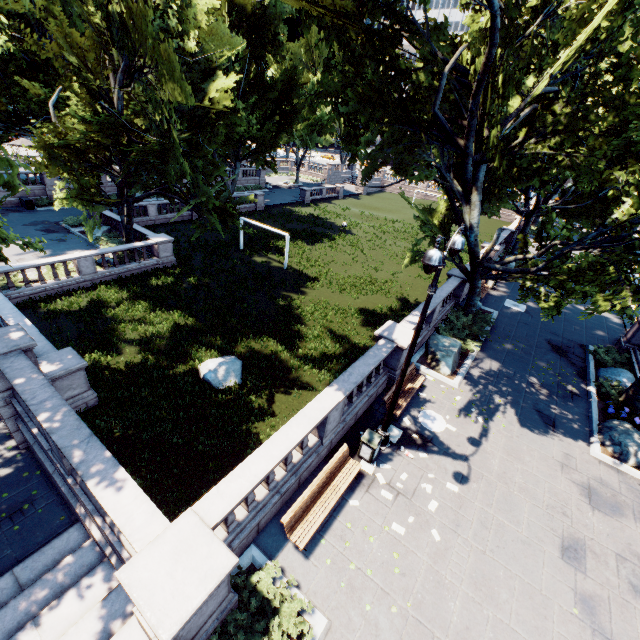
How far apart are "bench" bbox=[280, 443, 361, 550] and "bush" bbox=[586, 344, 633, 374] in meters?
15.5 m

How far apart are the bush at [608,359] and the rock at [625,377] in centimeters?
8cm

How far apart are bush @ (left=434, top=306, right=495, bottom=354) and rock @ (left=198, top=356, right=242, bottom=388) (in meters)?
10.46

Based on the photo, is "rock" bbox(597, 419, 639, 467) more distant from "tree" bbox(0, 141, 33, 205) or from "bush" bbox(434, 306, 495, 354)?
"bush" bbox(434, 306, 495, 354)

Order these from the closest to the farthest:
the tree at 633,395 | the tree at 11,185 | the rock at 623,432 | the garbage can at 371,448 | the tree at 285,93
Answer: the tree at 11,185, the garbage can at 371,448, the rock at 623,432, the tree at 285,93, the tree at 633,395

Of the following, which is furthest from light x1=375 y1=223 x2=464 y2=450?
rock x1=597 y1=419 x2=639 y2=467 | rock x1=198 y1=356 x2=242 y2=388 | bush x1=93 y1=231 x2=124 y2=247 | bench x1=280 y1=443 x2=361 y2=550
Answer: bush x1=93 y1=231 x2=124 y2=247

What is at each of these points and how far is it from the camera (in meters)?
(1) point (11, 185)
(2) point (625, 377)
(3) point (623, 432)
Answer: (1) tree, 7.35
(2) rock, 15.62
(3) rock, 12.43

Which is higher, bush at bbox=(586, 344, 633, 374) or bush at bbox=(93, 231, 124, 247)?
bush at bbox=(586, 344, 633, 374)
